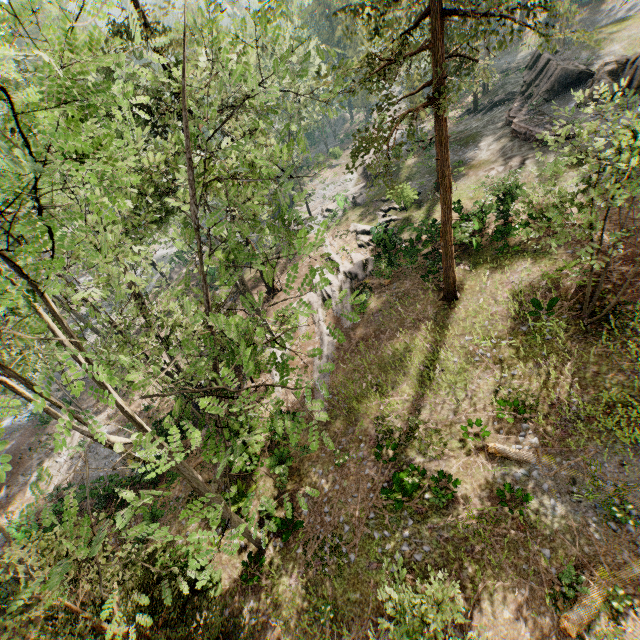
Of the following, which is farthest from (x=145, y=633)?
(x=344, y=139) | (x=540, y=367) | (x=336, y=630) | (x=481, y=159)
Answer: (x=344, y=139)

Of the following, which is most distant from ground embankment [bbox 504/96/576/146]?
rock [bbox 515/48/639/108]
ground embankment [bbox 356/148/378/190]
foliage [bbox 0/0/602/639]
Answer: ground embankment [bbox 356/148/378/190]

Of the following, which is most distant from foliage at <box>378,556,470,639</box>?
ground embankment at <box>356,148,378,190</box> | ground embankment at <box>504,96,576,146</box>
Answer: ground embankment at <box>504,96,576,146</box>

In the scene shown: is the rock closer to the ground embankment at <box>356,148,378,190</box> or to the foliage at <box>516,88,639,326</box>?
the foliage at <box>516,88,639,326</box>

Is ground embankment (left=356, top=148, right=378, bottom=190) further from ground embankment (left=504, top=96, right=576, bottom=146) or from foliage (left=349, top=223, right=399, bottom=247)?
ground embankment (left=504, top=96, right=576, bottom=146)

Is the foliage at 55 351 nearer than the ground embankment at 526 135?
Yes

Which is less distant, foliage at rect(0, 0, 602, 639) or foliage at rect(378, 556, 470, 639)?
foliage at rect(0, 0, 602, 639)

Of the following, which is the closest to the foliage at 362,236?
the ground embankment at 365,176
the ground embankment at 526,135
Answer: the ground embankment at 365,176
